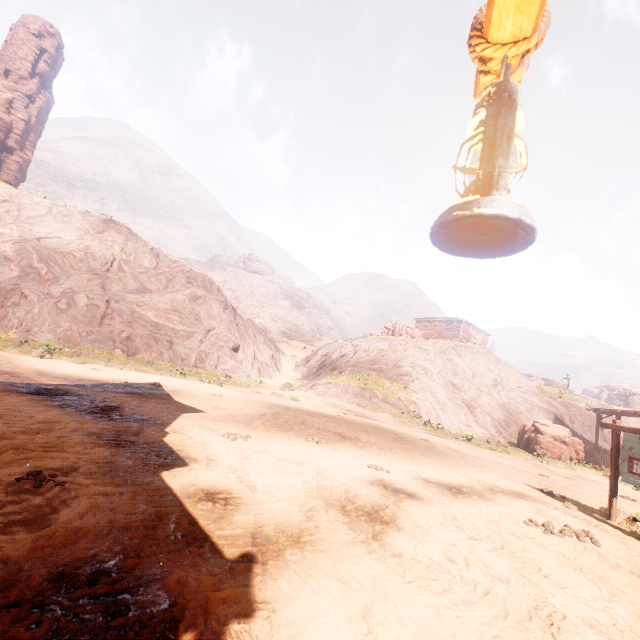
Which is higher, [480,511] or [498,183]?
[498,183]

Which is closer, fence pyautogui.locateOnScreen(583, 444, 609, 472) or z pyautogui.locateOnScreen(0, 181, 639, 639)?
z pyautogui.locateOnScreen(0, 181, 639, 639)

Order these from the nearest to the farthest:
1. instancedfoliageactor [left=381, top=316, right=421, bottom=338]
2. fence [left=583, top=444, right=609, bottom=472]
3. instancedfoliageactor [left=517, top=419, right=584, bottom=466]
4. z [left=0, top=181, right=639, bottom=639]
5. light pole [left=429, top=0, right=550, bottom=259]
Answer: light pole [left=429, top=0, right=550, bottom=259]
z [left=0, top=181, right=639, bottom=639]
fence [left=583, top=444, right=609, bottom=472]
instancedfoliageactor [left=517, top=419, right=584, bottom=466]
instancedfoliageactor [left=381, top=316, right=421, bottom=338]

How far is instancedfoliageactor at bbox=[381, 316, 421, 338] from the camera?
37.9 meters

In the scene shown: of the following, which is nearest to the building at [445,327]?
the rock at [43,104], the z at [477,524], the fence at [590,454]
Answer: the z at [477,524]

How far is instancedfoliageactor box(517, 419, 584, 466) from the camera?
17.50m

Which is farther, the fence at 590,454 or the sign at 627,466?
the fence at 590,454

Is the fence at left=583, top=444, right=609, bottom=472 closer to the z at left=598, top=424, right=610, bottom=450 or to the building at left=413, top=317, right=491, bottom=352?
the z at left=598, top=424, right=610, bottom=450
